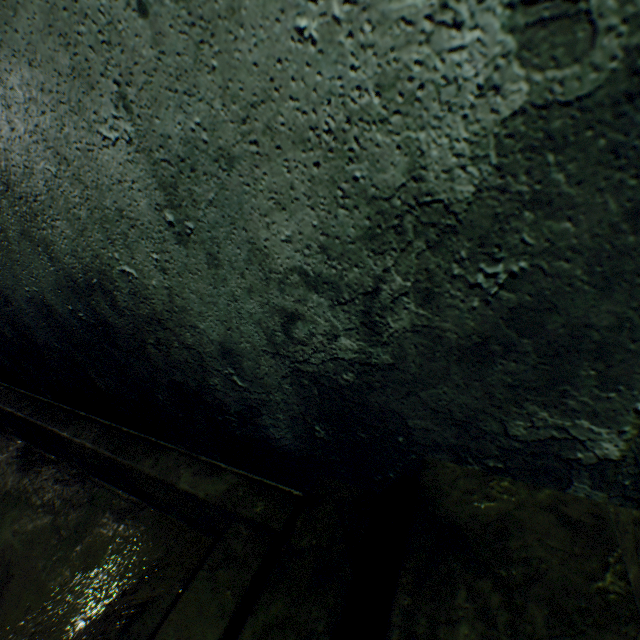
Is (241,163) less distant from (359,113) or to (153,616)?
(359,113)
